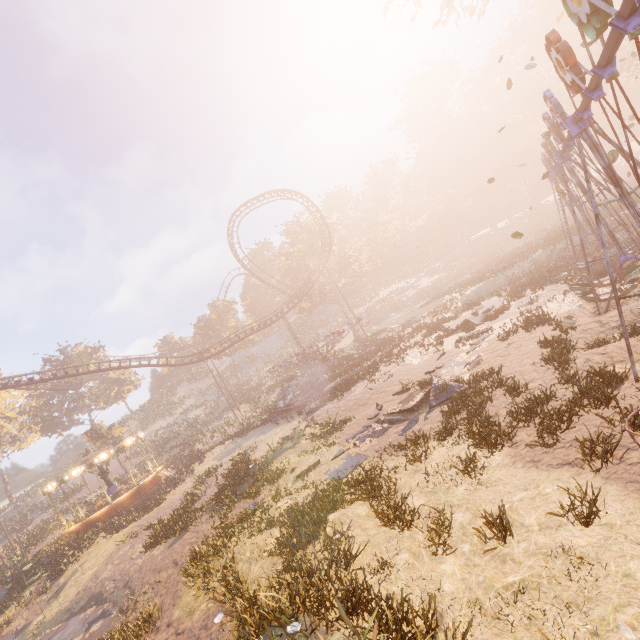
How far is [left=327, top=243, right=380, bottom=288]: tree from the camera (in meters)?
46.97

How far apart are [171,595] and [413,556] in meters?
8.4

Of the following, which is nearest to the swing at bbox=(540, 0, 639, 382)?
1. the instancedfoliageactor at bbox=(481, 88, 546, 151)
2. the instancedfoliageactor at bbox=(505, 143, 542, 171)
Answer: the instancedfoliageactor at bbox=(505, 143, 542, 171)

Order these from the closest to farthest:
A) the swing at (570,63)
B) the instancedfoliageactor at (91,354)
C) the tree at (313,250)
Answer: the swing at (570,63) → the tree at (313,250) → the instancedfoliageactor at (91,354)

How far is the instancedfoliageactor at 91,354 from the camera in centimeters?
5259cm

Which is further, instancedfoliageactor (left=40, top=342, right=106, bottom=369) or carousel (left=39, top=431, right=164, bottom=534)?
instancedfoliageactor (left=40, top=342, right=106, bottom=369)

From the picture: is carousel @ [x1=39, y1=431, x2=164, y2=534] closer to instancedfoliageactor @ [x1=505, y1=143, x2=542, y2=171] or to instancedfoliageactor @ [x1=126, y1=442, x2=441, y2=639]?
instancedfoliageactor @ [x1=126, y1=442, x2=441, y2=639]

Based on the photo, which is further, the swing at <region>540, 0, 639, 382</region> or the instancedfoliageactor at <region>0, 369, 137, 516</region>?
the instancedfoliageactor at <region>0, 369, 137, 516</region>
